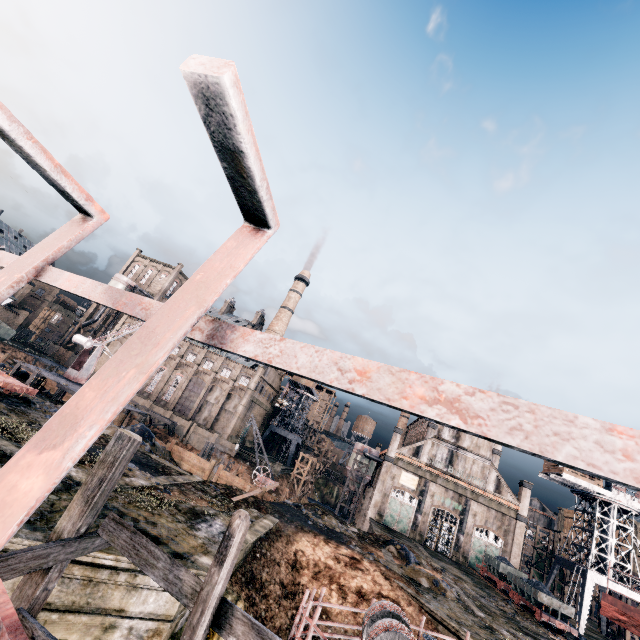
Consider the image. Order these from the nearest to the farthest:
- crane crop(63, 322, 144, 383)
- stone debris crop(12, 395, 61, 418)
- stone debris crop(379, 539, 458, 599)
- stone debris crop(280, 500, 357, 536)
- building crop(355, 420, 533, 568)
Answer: stone debris crop(12, 395, 61, 418) → stone debris crop(379, 539, 458, 599) → stone debris crop(280, 500, 357, 536) → crane crop(63, 322, 144, 383) → building crop(355, 420, 533, 568)

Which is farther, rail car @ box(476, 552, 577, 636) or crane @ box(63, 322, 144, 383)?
crane @ box(63, 322, 144, 383)

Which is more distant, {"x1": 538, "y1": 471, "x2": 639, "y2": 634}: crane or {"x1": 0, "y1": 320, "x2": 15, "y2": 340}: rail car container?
{"x1": 0, "y1": 320, "x2": 15, "y2": 340}: rail car container

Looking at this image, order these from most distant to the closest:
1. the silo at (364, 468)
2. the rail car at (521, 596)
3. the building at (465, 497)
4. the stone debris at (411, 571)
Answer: the silo at (364, 468), the building at (465, 497), the rail car at (521, 596), the stone debris at (411, 571)

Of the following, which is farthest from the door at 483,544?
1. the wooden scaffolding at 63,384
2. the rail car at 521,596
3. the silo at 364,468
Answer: the wooden scaffolding at 63,384

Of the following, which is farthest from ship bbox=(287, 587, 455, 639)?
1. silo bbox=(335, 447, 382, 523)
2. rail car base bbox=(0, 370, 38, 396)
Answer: silo bbox=(335, 447, 382, 523)

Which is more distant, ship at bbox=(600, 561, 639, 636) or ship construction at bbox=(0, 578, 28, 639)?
ship at bbox=(600, 561, 639, 636)

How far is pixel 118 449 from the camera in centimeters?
624cm
